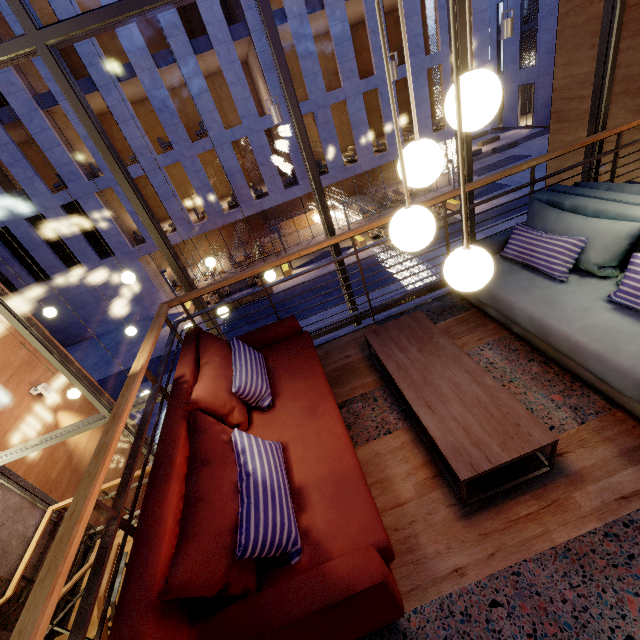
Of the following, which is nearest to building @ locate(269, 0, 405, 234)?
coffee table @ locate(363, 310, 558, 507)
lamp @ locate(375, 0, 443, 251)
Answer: coffee table @ locate(363, 310, 558, 507)

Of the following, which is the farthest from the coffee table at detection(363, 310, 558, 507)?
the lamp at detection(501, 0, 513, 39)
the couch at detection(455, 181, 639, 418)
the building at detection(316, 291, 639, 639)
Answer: the lamp at detection(501, 0, 513, 39)

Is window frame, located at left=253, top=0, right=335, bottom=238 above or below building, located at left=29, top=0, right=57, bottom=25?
below

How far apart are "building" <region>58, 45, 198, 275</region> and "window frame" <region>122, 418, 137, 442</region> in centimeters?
1676cm

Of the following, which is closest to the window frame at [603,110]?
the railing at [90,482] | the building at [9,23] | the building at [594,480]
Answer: the building at [594,480]

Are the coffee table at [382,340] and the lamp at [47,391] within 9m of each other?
yes

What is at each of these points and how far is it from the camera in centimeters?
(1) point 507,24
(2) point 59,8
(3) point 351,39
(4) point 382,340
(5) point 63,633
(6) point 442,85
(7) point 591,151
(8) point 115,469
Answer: (1) lamp, 506cm
(2) building, 1410cm
(3) building, 1697cm
(4) coffee table, 295cm
(5) stairs, 475cm
(6) building, 1916cm
(7) window frame, 458cm
(8) building, 725cm
